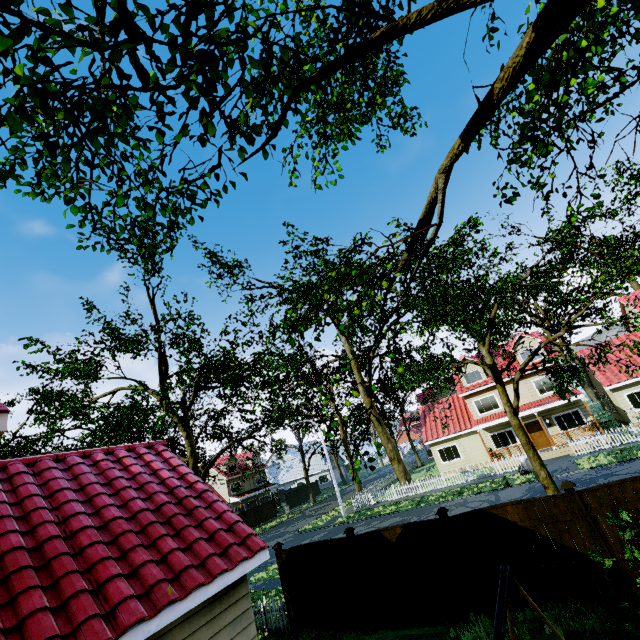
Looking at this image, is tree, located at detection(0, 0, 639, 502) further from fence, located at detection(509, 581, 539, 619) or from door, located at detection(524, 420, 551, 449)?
door, located at detection(524, 420, 551, 449)

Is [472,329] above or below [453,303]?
below

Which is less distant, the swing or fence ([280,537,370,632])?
the swing

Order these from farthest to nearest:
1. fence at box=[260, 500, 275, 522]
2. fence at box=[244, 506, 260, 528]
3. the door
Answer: fence at box=[260, 500, 275, 522]
fence at box=[244, 506, 260, 528]
the door

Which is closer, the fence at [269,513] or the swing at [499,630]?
the swing at [499,630]

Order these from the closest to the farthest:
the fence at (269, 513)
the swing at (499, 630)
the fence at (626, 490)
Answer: the swing at (499, 630) → the fence at (626, 490) → the fence at (269, 513)

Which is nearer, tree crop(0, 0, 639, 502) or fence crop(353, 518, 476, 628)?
tree crop(0, 0, 639, 502)
